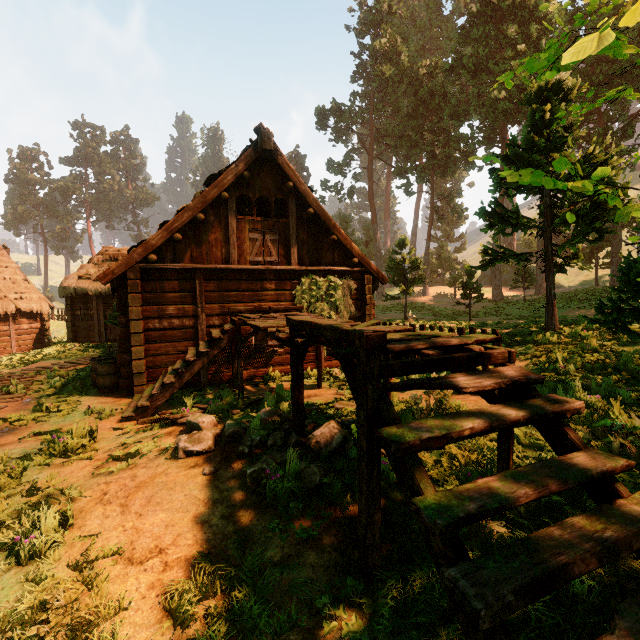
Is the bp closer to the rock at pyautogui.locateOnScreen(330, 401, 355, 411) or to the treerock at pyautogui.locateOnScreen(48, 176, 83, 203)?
the rock at pyautogui.locateOnScreen(330, 401, 355, 411)

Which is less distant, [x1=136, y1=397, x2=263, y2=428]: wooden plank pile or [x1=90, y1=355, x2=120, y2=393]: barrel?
[x1=136, y1=397, x2=263, y2=428]: wooden plank pile

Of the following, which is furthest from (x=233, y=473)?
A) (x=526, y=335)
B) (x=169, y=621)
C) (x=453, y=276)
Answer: (x=453, y=276)

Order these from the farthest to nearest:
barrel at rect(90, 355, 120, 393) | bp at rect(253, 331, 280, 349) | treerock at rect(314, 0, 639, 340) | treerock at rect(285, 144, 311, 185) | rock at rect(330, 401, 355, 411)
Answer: treerock at rect(285, 144, 311, 185), bp at rect(253, 331, 280, 349), barrel at rect(90, 355, 120, 393), rock at rect(330, 401, 355, 411), treerock at rect(314, 0, 639, 340)

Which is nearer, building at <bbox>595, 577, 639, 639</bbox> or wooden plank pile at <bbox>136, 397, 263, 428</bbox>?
building at <bbox>595, 577, 639, 639</bbox>

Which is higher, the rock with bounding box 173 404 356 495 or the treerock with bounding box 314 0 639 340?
the treerock with bounding box 314 0 639 340

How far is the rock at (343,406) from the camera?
5.8m

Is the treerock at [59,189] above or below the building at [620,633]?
above
